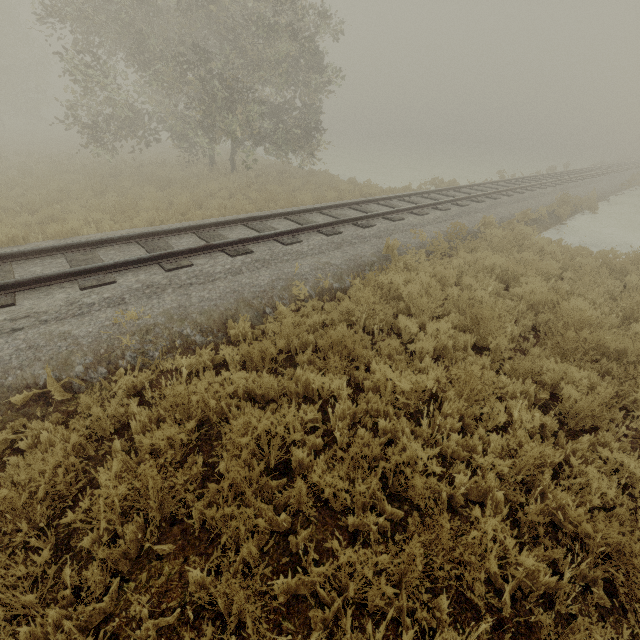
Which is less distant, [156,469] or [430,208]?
[156,469]
